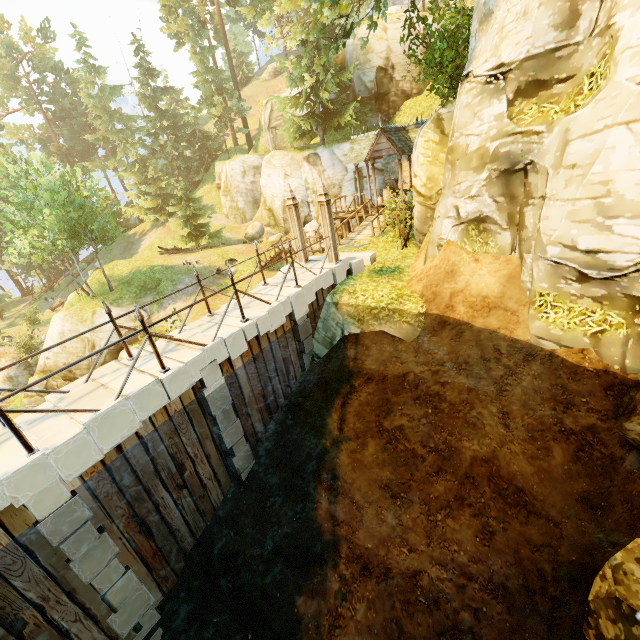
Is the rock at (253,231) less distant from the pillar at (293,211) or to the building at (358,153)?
the building at (358,153)

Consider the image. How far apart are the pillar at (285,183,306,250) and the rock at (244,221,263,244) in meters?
22.4

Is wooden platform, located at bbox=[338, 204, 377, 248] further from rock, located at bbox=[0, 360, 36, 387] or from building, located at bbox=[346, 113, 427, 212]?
rock, located at bbox=[0, 360, 36, 387]

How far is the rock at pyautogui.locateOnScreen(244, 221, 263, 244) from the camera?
32.2m

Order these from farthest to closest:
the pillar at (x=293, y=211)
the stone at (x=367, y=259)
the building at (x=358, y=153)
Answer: the building at (x=358, y=153) → the stone at (x=367, y=259) → the pillar at (x=293, y=211)

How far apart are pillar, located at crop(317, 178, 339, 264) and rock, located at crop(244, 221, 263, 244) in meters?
23.5

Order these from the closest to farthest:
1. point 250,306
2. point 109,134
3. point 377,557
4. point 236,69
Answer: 1. point 377,557
2. point 250,306
3. point 109,134
4. point 236,69

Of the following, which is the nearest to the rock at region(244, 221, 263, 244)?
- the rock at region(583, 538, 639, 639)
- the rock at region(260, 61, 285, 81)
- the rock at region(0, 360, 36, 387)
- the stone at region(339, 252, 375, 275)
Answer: the rock at region(0, 360, 36, 387)
